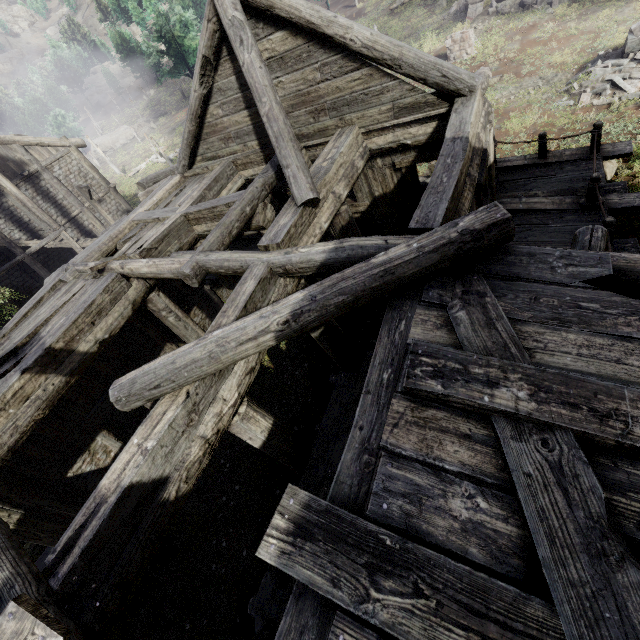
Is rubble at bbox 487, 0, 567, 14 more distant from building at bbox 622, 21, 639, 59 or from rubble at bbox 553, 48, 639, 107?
building at bbox 622, 21, 639, 59

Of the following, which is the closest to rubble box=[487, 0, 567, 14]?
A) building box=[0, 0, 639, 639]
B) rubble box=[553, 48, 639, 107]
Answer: rubble box=[553, 48, 639, 107]

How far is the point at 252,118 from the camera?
8.1 meters

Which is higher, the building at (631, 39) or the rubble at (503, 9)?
the rubble at (503, 9)

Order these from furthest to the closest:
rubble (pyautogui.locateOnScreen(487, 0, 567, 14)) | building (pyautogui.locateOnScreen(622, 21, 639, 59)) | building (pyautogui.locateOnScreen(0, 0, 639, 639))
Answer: rubble (pyautogui.locateOnScreen(487, 0, 567, 14)), building (pyautogui.locateOnScreen(622, 21, 639, 59)), building (pyautogui.locateOnScreen(0, 0, 639, 639))

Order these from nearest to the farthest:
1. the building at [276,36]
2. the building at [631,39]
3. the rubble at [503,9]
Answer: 1. the building at [276,36]
2. the building at [631,39]
3. the rubble at [503,9]

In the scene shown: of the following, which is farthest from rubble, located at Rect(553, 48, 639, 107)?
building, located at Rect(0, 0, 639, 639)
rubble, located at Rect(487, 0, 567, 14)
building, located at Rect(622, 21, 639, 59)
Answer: building, located at Rect(0, 0, 639, 639)
